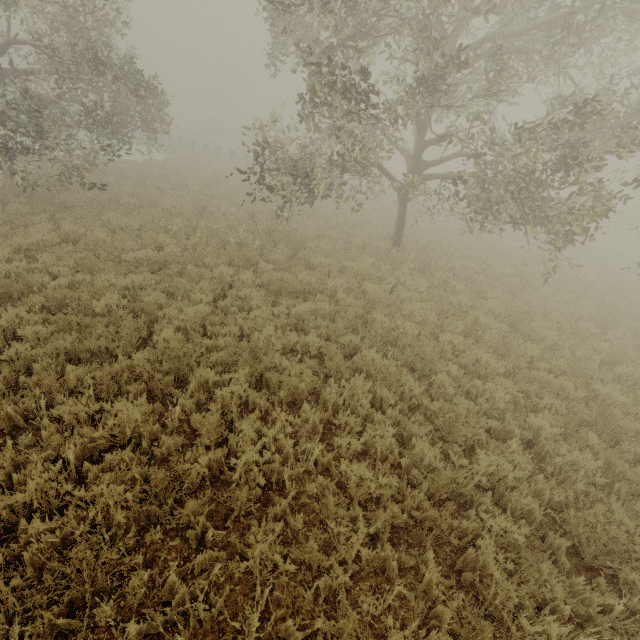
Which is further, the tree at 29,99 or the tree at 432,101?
the tree at 29,99

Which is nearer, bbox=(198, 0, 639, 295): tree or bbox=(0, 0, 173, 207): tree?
bbox=(198, 0, 639, 295): tree

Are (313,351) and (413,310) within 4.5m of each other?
yes
